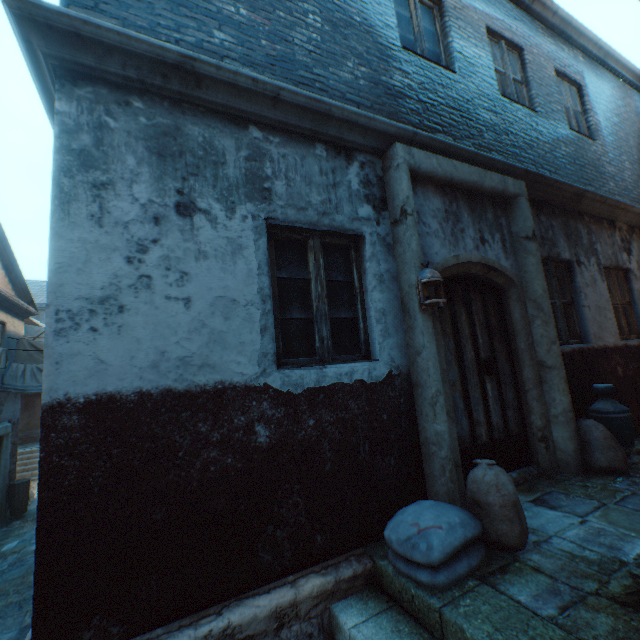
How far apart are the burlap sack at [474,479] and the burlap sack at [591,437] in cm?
186

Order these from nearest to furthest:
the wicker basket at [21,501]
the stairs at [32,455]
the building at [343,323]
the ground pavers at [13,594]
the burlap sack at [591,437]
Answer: the building at [343,323]
the burlap sack at [591,437]
the ground pavers at [13,594]
the wicker basket at [21,501]
the stairs at [32,455]

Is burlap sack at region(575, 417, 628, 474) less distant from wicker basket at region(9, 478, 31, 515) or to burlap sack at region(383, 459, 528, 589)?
burlap sack at region(383, 459, 528, 589)

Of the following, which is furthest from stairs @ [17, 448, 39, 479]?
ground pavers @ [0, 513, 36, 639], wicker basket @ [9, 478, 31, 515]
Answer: wicker basket @ [9, 478, 31, 515]

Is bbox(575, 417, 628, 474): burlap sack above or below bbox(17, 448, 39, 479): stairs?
above

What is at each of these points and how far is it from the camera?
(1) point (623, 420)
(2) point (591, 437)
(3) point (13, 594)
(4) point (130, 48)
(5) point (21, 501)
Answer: (1) ceramic pot, 3.88m
(2) burlap sack, 3.77m
(3) ground pavers, 5.78m
(4) building, 2.35m
(5) wicker basket, 9.57m

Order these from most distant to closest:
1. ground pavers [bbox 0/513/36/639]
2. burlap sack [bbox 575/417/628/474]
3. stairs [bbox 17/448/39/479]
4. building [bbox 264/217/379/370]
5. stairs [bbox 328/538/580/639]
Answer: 1. stairs [bbox 17/448/39/479]
2. ground pavers [bbox 0/513/36/639]
3. burlap sack [bbox 575/417/628/474]
4. building [bbox 264/217/379/370]
5. stairs [bbox 328/538/580/639]

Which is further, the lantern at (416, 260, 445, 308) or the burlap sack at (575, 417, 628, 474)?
the burlap sack at (575, 417, 628, 474)
